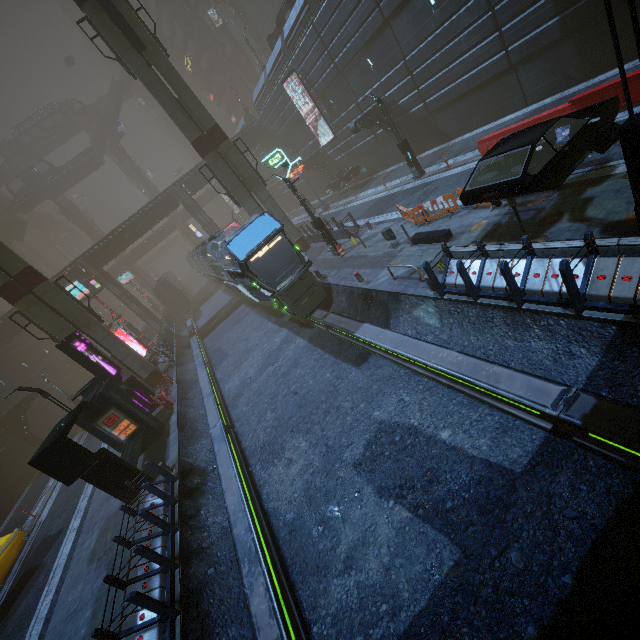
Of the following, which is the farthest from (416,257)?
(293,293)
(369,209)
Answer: (369,209)

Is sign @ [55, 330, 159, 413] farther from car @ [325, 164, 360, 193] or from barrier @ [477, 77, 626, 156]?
car @ [325, 164, 360, 193]

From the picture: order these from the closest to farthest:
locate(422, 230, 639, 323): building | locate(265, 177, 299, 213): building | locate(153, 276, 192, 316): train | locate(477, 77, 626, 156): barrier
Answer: locate(422, 230, 639, 323): building → locate(477, 77, 626, 156): barrier → locate(153, 276, 192, 316): train → locate(265, 177, 299, 213): building

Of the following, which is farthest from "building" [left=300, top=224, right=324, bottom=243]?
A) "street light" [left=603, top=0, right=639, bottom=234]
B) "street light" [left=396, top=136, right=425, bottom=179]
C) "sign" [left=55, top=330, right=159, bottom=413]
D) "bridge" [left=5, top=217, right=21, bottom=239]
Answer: "bridge" [left=5, top=217, right=21, bottom=239]

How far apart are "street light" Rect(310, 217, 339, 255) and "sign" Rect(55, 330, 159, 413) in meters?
12.9

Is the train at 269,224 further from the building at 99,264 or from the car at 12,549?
the car at 12,549

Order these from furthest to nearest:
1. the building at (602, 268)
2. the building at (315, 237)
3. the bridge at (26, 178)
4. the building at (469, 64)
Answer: the bridge at (26, 178) < the building at (315, 237) < the building at (469, 64) < the building at (602, 268)

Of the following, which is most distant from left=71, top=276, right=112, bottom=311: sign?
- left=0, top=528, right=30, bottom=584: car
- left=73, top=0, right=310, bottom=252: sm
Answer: left=0, top=528, right=30, bottom=584: car
